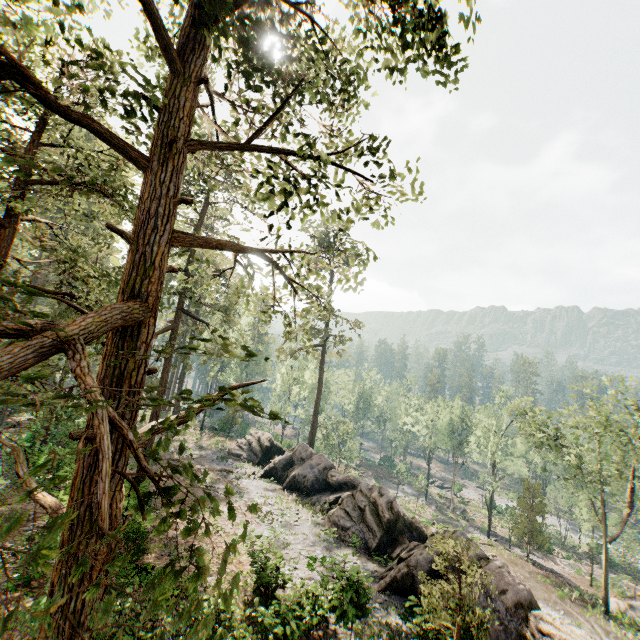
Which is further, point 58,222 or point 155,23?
point 58,222

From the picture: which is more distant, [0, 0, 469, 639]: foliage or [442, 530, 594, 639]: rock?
[442, 530, 594, 639]: rock

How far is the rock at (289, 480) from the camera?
17.5m

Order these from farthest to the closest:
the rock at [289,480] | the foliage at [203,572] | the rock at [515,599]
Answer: the rock at [289,480] → the rock at [515,599] → the foliage at [203,572]

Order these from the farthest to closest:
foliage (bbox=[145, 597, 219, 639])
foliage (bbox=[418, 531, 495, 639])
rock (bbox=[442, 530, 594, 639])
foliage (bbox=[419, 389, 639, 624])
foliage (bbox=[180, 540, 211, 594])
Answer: foliage (bbox=[419, 389, 639, 624]) < rock (bbox=[442, 530, 594, 639]) < foliage (bbox=[418, 531, 495, 639]) < foliage (bbox=[180, 540, 211, 594]) < foliage (bbox=[145, 597, 219, 639])
